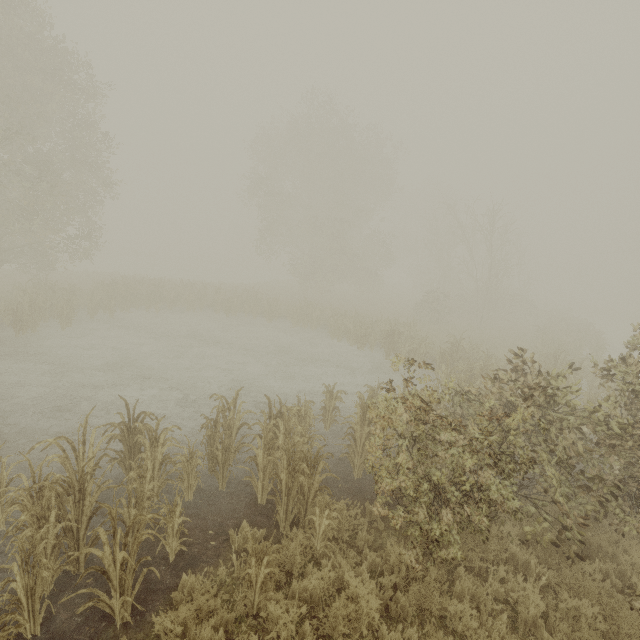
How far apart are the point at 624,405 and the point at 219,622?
7.4m
